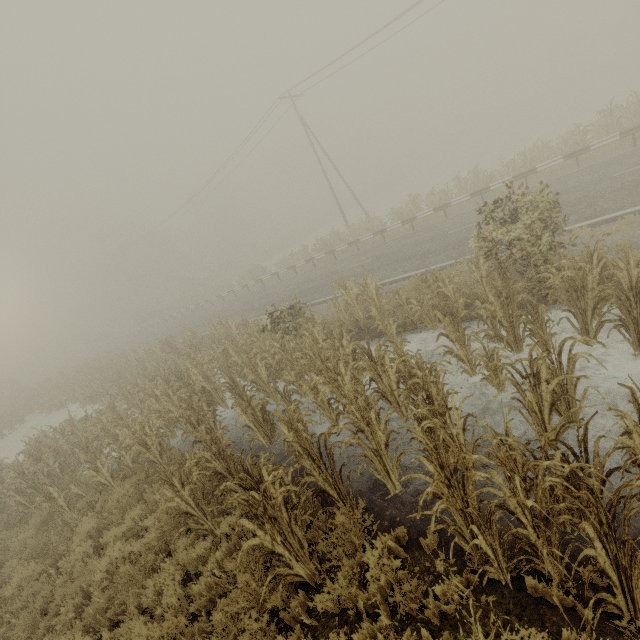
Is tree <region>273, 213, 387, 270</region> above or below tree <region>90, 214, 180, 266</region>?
below

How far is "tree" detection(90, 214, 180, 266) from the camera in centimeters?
5459cm

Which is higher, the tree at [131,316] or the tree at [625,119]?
the tree at [131,316]

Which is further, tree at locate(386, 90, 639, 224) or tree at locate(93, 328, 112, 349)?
tree at locate(93, 328, 112, 349)

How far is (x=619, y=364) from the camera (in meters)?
5.62

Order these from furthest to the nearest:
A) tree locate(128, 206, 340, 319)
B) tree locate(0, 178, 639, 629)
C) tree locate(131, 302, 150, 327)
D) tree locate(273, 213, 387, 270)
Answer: tree locate(131, 302, 150, 327) < tree locate(128, 206, 340, 319) < tree locate(273, 213, 387, 270) < tree locate(0, 178, 639, 629)
